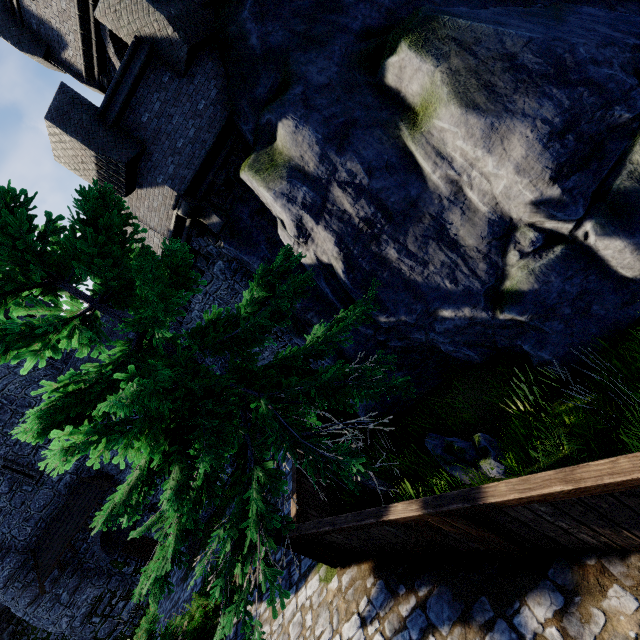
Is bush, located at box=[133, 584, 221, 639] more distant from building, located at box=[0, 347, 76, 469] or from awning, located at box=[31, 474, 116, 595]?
building, located at box=[0, 347, 76, 469]

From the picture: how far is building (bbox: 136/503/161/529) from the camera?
17.5m

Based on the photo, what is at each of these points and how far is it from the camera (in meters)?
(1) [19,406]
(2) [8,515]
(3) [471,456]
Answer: (1) building, 15.59
(2) building, 15.96
(3) rock, 5.52

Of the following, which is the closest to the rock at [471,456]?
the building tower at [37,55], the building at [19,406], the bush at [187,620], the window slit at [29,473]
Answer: the bush at [187,620]

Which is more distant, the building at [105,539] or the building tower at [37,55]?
the building at [105,539]

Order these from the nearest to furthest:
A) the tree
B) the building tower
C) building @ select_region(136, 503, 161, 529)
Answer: the tree
the building tower
building @ select_region(136, 503, 161, 529)

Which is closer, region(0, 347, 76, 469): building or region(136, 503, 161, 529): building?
region(0, 347, 76, 469): building

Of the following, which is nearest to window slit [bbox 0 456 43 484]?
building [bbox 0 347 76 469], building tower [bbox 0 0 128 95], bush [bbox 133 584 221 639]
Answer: building [bbox 0 347 76 469]
